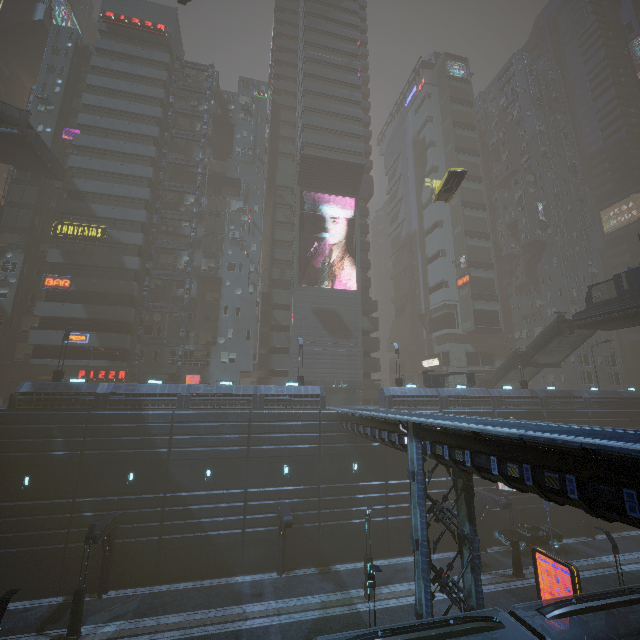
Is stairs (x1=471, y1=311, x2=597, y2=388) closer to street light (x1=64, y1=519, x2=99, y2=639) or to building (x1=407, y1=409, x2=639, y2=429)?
building (x1=407, y1=409, x2=639, y2=429)

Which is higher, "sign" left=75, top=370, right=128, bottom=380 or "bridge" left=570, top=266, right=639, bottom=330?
"bridge" left=570, top=266, right=639, bottom=330

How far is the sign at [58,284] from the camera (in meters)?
33.97

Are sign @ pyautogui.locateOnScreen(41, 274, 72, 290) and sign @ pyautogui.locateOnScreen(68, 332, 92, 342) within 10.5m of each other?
yes

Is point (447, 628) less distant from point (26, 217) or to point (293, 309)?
point (293, 309)

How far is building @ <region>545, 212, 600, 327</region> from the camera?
56.7m

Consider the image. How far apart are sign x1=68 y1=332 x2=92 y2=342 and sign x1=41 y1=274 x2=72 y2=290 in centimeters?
439cm

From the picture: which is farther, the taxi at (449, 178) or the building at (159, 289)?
the building at (159, 289)
